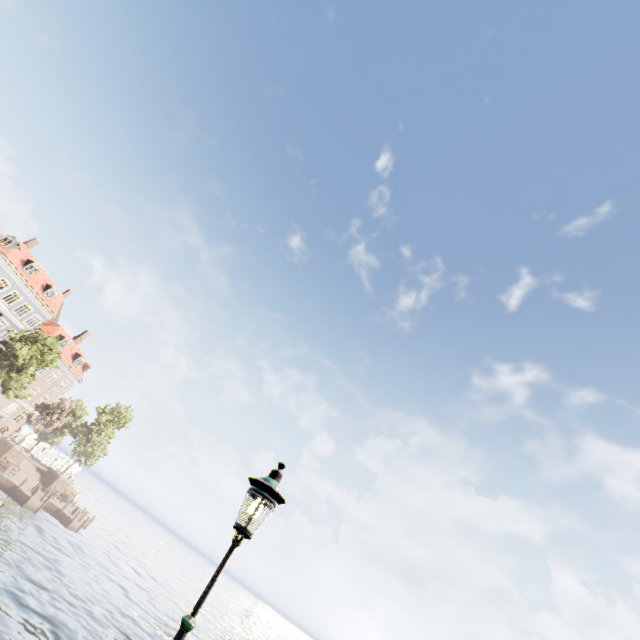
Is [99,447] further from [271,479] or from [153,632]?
[271,479]

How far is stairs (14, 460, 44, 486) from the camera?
35.9 meters

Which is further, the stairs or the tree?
the stairs

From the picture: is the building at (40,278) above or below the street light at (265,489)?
above

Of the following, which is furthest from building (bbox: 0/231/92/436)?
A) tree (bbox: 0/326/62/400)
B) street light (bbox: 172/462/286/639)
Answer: street light (bbox: 172/462/286/639)

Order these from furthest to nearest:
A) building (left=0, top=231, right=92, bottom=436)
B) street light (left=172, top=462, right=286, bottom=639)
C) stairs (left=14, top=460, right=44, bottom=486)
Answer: building (left=0, top=231, right=92, bottom=436) → stairs (left=14, top=460, right=44, bottom=486) → street light (left=172, top=462, right=286, bottom=639)

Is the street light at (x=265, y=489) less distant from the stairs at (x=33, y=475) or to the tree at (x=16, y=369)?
the tree at (x=16, y=369)

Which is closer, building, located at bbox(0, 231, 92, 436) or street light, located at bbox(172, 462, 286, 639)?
street light, located at bbox(172, 462, 286, 639)
